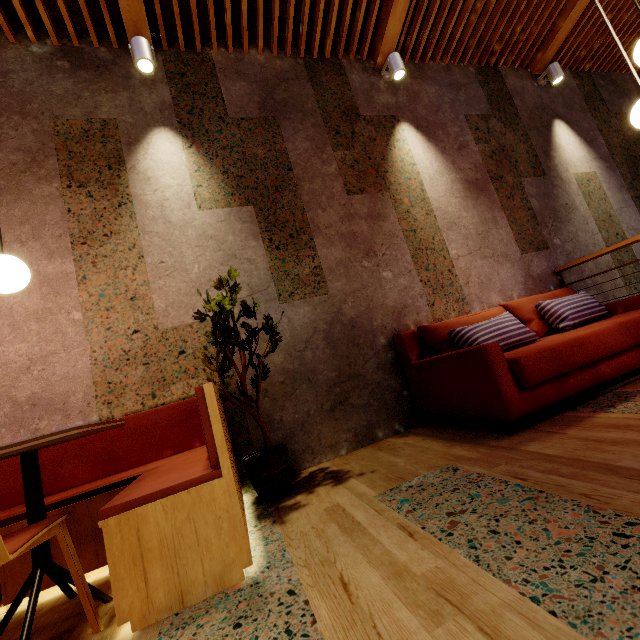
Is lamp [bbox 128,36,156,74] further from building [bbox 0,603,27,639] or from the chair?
the chair

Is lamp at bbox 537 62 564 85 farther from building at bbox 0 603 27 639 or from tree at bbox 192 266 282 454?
tree at bbox 192 266 282 454

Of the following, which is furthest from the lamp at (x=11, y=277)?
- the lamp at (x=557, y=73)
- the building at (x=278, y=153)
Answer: the lamp at (x=557, y=73)

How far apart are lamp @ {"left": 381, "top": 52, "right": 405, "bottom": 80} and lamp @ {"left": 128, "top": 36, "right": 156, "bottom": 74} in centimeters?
249cm

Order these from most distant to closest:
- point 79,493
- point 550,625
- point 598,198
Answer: point 598,198 → point 79,493 → point 550,625

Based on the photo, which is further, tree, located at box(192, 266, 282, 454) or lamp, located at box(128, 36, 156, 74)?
lamp, located at box(128, 36, 156, 74)

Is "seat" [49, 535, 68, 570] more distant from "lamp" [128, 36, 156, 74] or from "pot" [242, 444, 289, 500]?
"lamp" [128, 36, 156, 74]

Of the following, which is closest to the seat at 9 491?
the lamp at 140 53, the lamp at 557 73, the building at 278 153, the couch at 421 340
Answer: the building at 278 153
